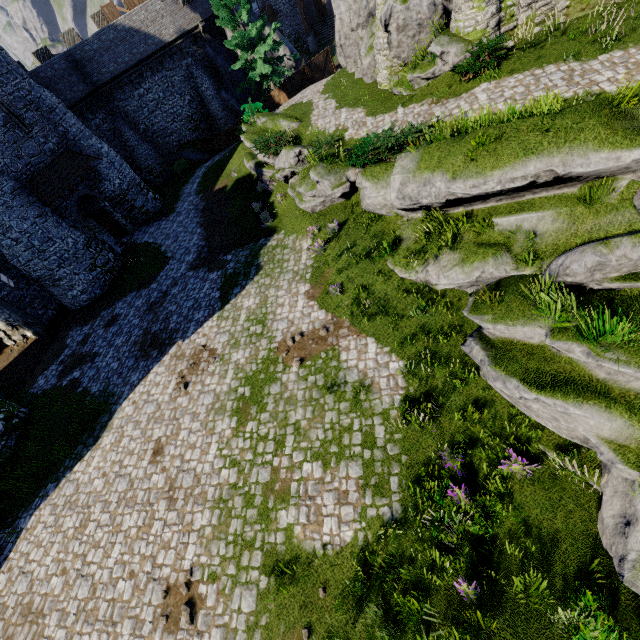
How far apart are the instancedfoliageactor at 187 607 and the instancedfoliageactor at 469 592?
6.3m

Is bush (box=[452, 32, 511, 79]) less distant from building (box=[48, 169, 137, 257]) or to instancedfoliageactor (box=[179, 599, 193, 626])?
instancedfoliageactor (box=[179, 599, 193, 626])

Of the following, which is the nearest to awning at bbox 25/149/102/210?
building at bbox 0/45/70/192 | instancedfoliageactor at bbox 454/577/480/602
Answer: building at bbox 0/45/70/192

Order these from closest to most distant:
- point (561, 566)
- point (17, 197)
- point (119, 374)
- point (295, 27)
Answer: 1. point (561, 566)
2. point (119, 374)
3. point (17, 197)
4. point (295, 27)

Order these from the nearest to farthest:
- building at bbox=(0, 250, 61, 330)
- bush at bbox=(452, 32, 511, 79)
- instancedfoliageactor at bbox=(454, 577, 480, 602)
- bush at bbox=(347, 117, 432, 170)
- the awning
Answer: instancedfoliageactor at bbox=(454, 577, 480, 602), bush at bbox=(347, 117, 432, 170), bush at bbox=(452, 32, 511, 79), the awning, building at bbox=(0, 250, 61, 330)

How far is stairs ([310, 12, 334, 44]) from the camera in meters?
42.0 m

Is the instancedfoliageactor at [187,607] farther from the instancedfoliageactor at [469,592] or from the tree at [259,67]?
the tree at [259,67]

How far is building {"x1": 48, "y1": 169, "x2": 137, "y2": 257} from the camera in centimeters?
2115cm
